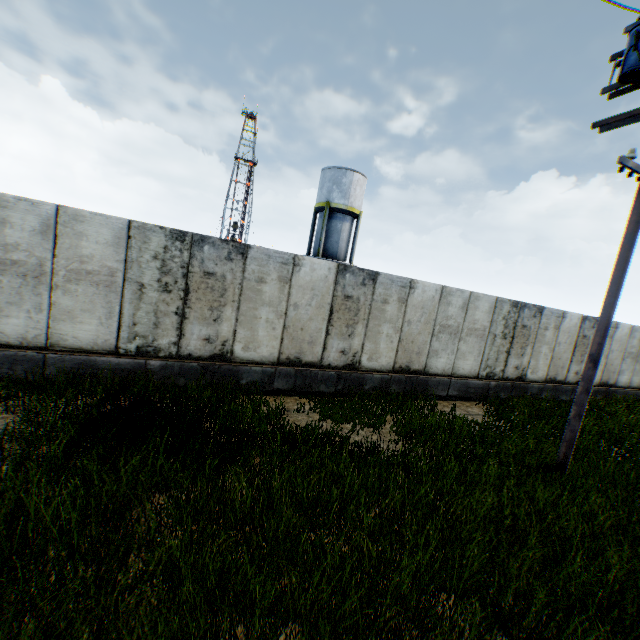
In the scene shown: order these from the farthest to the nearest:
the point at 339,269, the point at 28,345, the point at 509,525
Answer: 1. the point at 339,269
2. the point at 28,345
3. the point at 509,525

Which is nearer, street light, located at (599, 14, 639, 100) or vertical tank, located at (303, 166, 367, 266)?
street light, located at (599, 14, 639, 100)

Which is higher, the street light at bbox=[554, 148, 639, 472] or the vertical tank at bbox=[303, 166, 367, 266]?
the vertical tank at bbox=[303, 166, 367, 266]

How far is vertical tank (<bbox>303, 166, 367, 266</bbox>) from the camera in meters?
26.5

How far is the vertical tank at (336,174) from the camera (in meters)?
26.52

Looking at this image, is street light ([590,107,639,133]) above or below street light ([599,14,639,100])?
below

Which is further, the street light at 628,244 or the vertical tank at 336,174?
the vertical tank at 336,174
